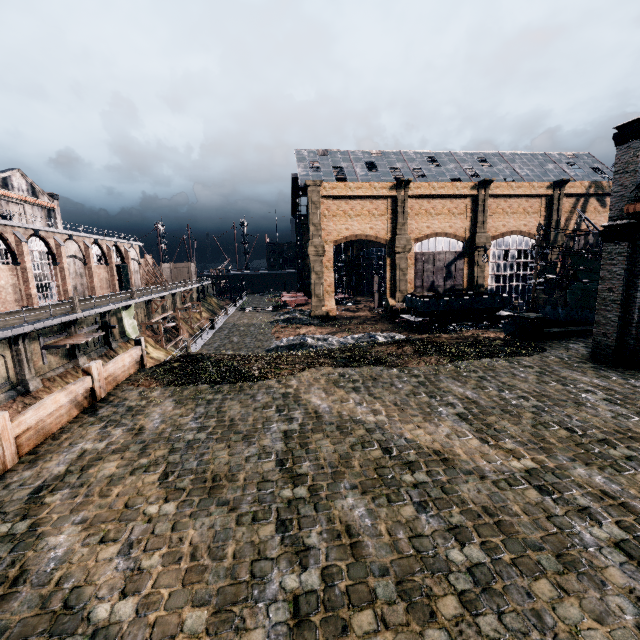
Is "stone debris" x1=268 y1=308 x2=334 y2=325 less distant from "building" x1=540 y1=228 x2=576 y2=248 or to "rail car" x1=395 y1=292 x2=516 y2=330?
"building" x1=540 y1=228 x2=576 y2=248

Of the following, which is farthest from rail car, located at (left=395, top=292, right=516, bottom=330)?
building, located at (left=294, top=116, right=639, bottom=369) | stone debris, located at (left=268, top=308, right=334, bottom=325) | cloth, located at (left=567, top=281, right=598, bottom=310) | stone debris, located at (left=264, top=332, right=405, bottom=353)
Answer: stone debris, located at (left=268, top=308, right=334, bottom=325)

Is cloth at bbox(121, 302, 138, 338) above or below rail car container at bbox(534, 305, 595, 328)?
below

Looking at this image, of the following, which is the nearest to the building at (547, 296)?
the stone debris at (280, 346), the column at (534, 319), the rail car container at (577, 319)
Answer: the column at (534, 319)

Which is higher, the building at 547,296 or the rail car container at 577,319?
the rail car container at 577,319

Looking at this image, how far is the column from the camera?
20.8m

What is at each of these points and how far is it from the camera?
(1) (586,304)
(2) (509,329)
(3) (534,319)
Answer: (1) cloth, 35.6m
(2) rail car container, 25.7m
(3) column, 20.7m
